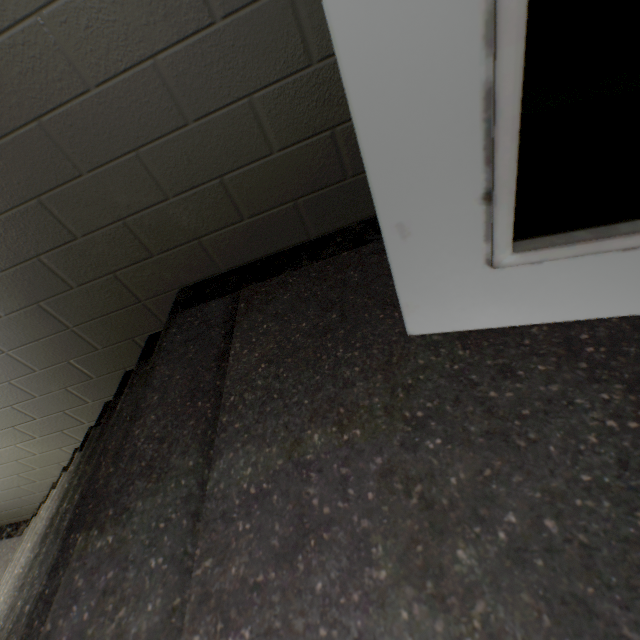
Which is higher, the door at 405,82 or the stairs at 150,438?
the door at 405,82

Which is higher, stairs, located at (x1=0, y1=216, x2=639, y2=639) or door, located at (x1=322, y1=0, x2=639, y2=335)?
door, located at (x1=322, y1=0, x2=639, y2=335)

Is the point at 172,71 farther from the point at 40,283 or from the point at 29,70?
the point at 40,283
